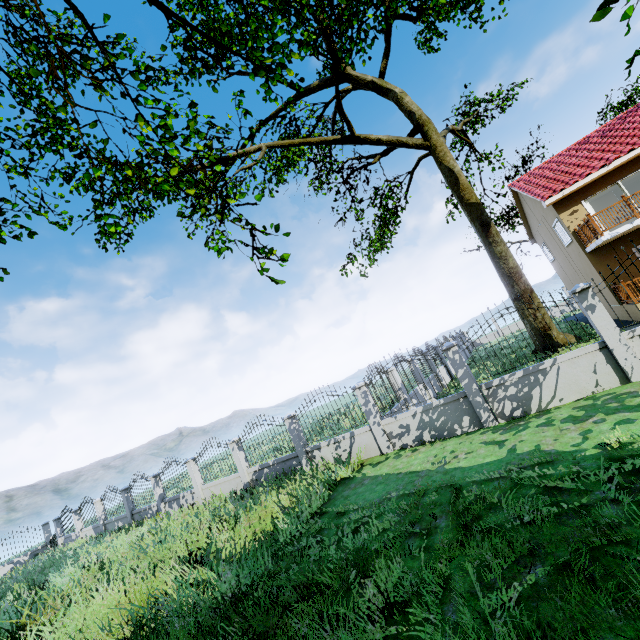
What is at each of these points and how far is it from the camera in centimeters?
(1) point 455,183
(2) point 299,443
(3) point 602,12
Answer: (1) tree, 1595cm
(2) fence, 1166cm
(3) tree, 350cm

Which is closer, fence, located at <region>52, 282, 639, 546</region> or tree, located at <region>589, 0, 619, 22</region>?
tree, located at <region>589, 0, 619, 22</region>

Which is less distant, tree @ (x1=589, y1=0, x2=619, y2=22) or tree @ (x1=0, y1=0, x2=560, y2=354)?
tree @ (x1=589, y1=0, x2=619, y2=22)

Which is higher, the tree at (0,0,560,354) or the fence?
the tree at (0,0,560,354)

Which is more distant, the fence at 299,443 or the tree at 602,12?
the fence at 299,443

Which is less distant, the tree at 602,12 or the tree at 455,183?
the tree at 602,12
